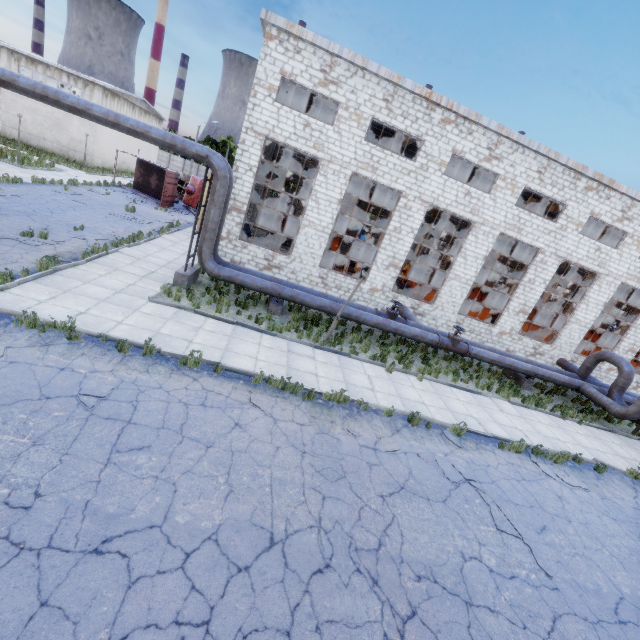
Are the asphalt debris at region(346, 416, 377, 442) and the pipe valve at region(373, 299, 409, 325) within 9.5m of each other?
yes

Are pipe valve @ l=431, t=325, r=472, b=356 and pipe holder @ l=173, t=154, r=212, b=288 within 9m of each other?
no

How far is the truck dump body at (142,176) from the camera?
27.4m

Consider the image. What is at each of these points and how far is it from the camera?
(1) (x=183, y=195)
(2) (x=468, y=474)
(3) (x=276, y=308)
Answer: (1) truck, 34.7m
(2) asphalt debris, 8.3m
(3) pipe holder, 13.8m

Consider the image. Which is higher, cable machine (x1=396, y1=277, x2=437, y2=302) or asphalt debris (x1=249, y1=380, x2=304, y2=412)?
cable machine (x1=396, y1=277, x2=437, y2=302)

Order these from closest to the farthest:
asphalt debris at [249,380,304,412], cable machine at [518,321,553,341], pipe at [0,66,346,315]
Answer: asphalt debris at [249,380,304,412] → pipe at [0,66,346,315] → cable machine at [518,321,553,341]

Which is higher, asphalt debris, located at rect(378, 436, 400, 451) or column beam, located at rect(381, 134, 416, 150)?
column beam, located at rect(381, 134, 416, 150)

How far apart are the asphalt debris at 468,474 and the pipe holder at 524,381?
10.0 meters
